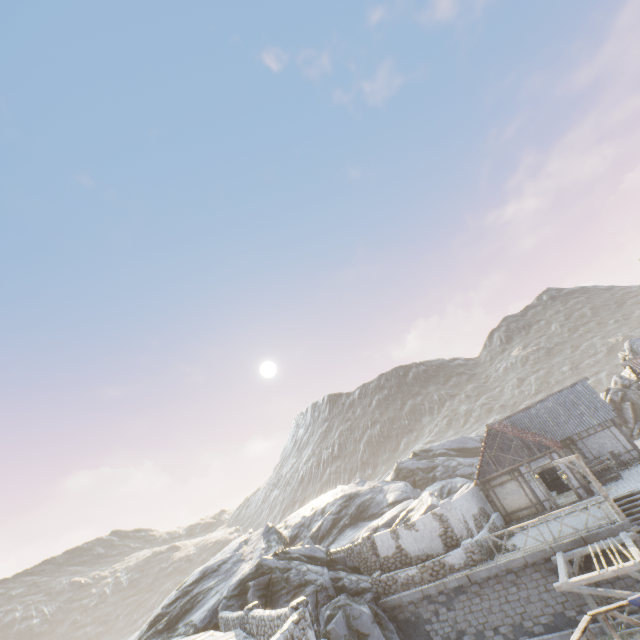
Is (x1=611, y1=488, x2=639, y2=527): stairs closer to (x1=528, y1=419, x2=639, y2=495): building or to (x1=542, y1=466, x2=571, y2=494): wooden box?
(x1=528, y1=419, x2=639, y2=495): building

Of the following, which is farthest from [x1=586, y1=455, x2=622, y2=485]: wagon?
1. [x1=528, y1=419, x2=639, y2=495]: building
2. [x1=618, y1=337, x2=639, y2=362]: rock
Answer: [x1=618, y1=337, x2=639, y2=362]: rock

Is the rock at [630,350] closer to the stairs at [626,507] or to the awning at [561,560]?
the awning at [561,560]

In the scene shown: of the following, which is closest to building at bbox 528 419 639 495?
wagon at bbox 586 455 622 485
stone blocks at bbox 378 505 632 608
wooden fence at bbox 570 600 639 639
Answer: wagon at bbox 586 455 622 485

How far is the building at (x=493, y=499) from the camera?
20.9 meters

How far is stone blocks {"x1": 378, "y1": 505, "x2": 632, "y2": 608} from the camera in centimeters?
1470cm

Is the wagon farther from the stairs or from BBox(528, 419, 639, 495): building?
the stairs

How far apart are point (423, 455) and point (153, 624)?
32.69m
